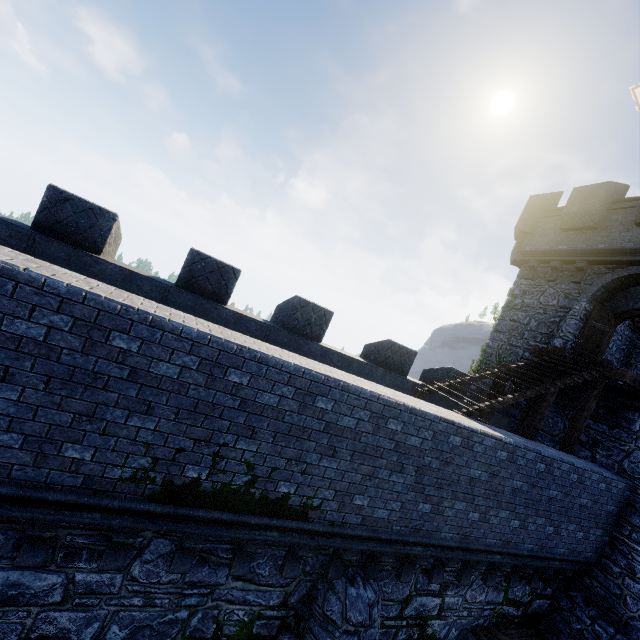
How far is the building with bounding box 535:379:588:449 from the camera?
11.52m

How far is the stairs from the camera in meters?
8.5

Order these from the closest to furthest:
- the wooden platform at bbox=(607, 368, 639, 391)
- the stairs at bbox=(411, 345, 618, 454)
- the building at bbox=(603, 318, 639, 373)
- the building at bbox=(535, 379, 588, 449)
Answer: the stairs at bbox=(411, 345, 618, 454) → the wooden platform at bbox=(607, 368, 639, 391) → the building at bbox=(535, 379, 588, 449) → the building at bbox=(603, 318, 639, 373)

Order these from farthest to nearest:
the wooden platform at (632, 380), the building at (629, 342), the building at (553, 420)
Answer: the building at (629, 342)
the building at (553, 420)
the wooden platform at (632, 380)

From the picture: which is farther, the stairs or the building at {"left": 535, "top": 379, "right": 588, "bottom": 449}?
the building at {"left": 535, "top": 379, "right": 588, "bottom": 449}

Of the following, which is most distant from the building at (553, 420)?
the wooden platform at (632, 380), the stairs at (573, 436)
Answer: the stairs at (573, 436)

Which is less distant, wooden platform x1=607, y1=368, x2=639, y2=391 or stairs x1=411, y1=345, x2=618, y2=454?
stairs x1=411, y1=345, x2=618, y2=454

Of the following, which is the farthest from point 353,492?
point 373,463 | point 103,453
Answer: point 103,453
